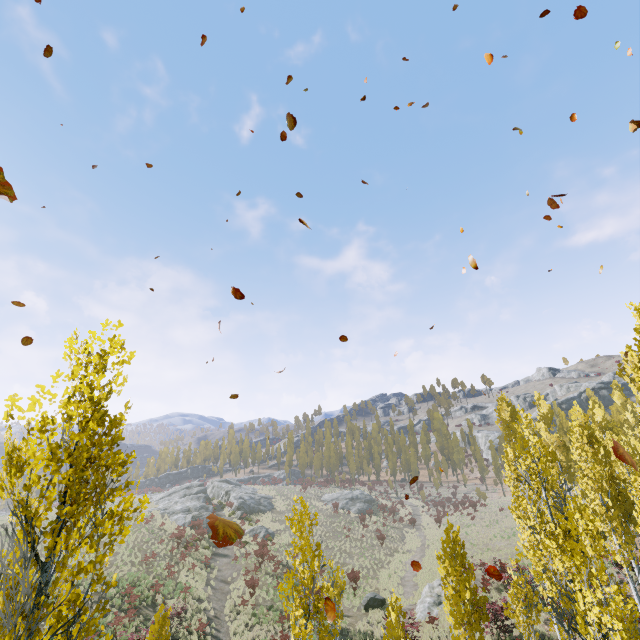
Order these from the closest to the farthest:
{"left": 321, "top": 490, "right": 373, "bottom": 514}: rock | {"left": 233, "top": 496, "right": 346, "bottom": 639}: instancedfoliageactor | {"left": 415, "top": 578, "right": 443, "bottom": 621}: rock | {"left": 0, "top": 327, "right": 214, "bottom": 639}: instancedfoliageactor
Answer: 1. {"left": 0, "top": 327, "right": 214, "bottom": 639}: instancedfoliageactor
2. {"left": 233, "top": 496, "right": 346, "bottom": 639}: instancedfoliageactor
3. {"left": 415, "top": 578, "right": 443, "bottom": 621}: rock
4. {"left": 321, "top": 490, "right": 373, "bottom": 514}: rock

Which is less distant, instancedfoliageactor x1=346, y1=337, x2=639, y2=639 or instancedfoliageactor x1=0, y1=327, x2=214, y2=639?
instancedfoliageactor x1=0, y1=327, x2=214, y2=639

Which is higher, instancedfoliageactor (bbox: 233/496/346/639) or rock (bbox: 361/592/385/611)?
instancedfoliageactor (bbox: 233/496/346/639)

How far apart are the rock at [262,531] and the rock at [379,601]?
15.4m

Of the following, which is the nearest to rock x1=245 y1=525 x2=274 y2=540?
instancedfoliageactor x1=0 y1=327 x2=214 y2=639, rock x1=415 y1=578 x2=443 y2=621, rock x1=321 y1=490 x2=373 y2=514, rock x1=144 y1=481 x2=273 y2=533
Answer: rock x1=144 y1=481 x2=273 y2=533

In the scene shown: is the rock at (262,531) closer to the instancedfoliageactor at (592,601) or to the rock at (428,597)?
the instancedfoliageactor at (592,601)

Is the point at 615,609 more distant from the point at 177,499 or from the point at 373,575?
the point at 177,499

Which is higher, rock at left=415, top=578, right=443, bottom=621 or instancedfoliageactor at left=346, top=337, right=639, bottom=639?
instancedfoliageactor at left=346, top=337, right=639, bottom=639
